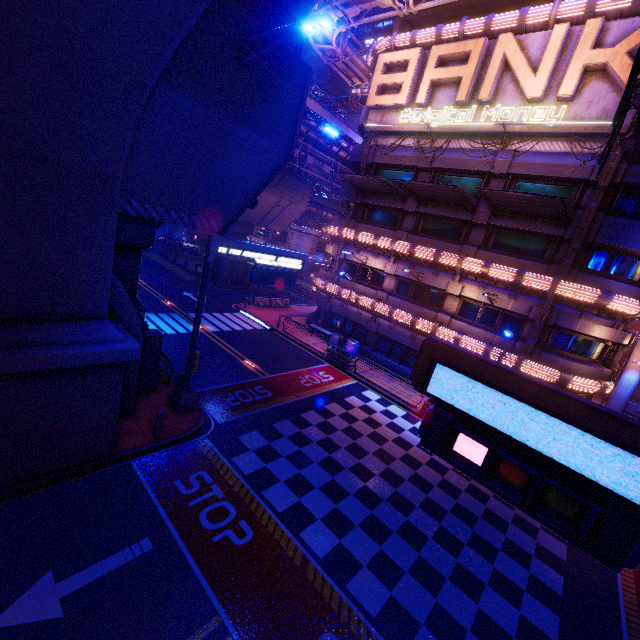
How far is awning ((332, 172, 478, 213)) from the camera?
18.42m

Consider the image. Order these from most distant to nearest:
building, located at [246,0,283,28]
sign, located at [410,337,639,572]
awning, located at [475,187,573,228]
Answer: building, located at [246,0,283,28] → awning, located at [475,187,573,228] → sign, located at [410,337,639,572]

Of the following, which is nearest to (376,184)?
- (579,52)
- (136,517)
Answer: (579,52)

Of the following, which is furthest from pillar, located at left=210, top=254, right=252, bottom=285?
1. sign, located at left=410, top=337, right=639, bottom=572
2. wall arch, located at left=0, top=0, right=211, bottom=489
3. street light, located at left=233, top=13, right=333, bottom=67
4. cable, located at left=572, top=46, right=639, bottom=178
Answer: sign, located at left=410, top=337, right=639, bottom=572

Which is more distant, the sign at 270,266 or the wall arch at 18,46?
the sign at 270,266

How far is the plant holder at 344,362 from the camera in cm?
2225

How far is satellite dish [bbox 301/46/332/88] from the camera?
54.3m

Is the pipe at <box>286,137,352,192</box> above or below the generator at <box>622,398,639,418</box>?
above
